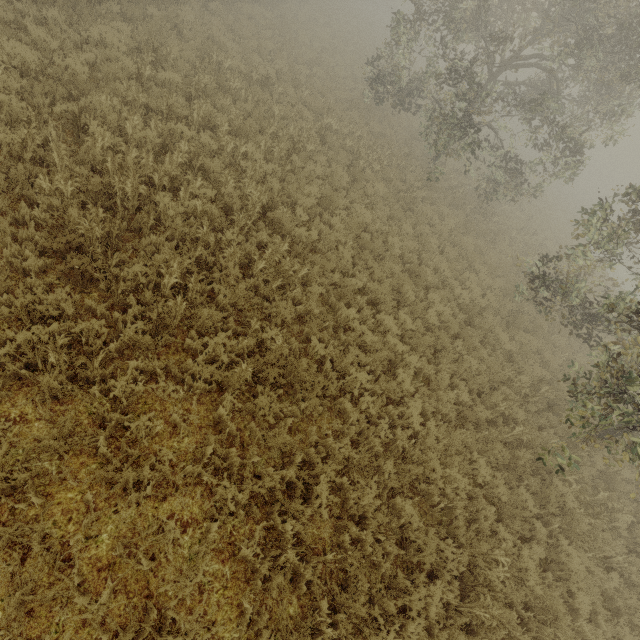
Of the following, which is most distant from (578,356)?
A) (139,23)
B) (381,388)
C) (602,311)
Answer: (139,23)
